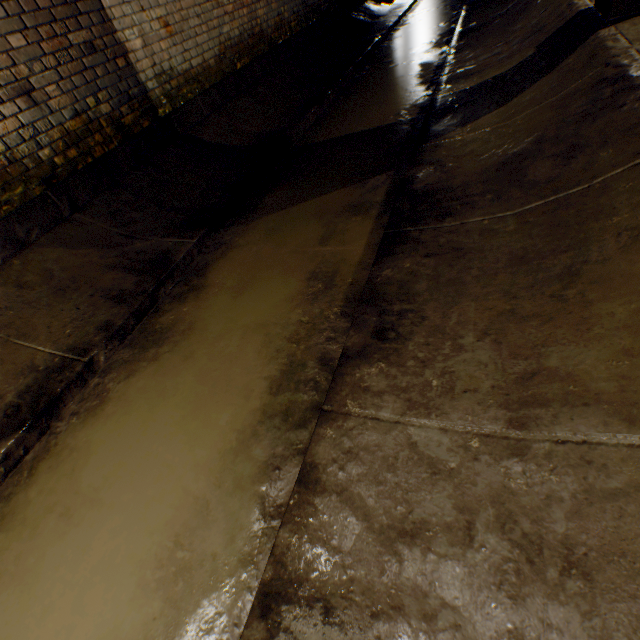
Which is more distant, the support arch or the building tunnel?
the support arch

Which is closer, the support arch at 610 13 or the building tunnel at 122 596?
the building tunnel at 122 596

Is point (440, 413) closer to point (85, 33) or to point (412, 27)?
point (85, 33)
